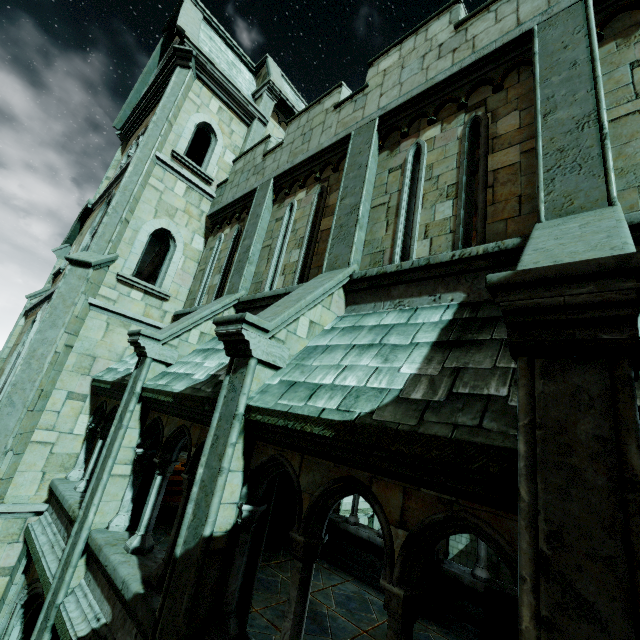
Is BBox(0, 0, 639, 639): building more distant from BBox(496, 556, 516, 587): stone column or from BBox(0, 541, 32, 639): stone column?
BBox(496, 556, 516, 587): stone column

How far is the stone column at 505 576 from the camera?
13.74m

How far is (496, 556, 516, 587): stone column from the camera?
13.74m

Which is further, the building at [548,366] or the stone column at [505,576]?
the stone column at [505,576]

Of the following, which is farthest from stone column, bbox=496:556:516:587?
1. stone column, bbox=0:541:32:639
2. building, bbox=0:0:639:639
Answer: stone column, bbox=0:541:32:639

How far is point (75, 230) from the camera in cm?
1370

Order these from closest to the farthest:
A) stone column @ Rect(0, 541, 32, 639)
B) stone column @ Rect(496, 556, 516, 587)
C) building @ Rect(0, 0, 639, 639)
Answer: building @ Rect(0, 0, 639, 639) → stone column @ Rect(0, 541, 32, 639) → stone column @ Rect(496, 556, 516, 587)
